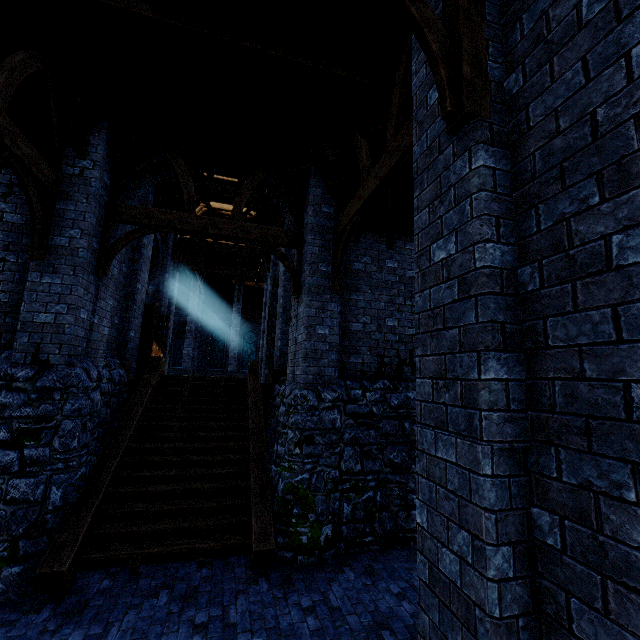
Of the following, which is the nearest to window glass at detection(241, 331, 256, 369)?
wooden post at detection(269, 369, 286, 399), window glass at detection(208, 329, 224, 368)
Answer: window glass at detection(208, 329, 224, 368)

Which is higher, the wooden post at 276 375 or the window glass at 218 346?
the window glass at 218 346

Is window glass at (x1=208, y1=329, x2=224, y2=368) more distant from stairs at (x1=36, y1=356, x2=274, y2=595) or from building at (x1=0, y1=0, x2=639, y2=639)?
stairs at (x1=36, y1=356, x2=274, y2=595)

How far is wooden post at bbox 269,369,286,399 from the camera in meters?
10.1

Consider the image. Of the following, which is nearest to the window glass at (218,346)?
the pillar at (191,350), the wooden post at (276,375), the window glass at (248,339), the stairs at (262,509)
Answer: the window glass at (248,339)

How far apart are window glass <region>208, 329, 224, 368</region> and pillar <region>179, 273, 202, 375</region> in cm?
719

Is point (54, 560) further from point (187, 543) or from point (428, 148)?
point (428, 148)

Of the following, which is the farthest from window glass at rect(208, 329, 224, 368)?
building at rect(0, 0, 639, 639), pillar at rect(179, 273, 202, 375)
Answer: pillar at rect(179, 273, 202, 375)
